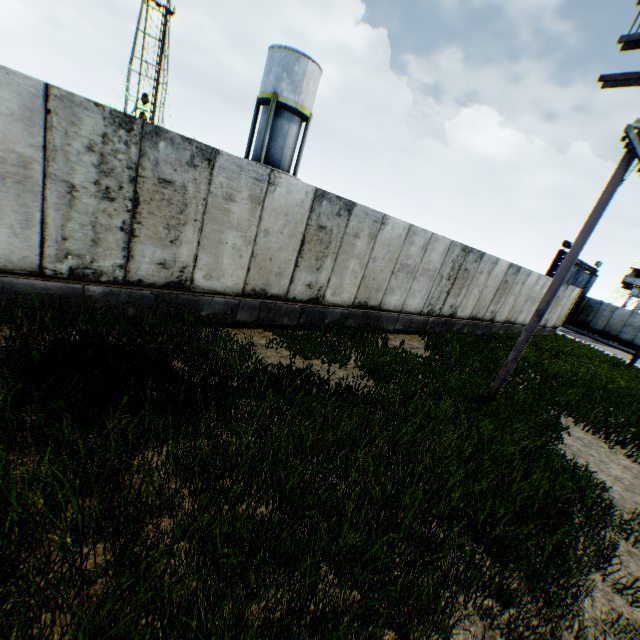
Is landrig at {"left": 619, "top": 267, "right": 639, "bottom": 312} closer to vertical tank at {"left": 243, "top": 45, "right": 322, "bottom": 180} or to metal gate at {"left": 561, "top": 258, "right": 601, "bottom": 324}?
metal gate at {"left": 561, "top": 258, "right": 601, "bottom": 324}

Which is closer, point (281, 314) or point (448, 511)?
point (448, 511)

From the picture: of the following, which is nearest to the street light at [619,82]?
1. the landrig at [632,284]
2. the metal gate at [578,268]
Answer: the metal gate at [578,268]

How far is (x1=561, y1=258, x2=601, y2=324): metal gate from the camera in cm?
2864

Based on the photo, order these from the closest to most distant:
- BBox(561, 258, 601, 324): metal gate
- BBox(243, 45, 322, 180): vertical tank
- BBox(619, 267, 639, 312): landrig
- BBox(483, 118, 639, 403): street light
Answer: BBox(483, 118, 639, 403): street light, BBox(243, 45, 322, 180): vertical tank, BBox(561, 258, 601, 324): metal gate, BBox(619, 267, 639, 312): landrig

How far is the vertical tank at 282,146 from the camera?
22.2 meters

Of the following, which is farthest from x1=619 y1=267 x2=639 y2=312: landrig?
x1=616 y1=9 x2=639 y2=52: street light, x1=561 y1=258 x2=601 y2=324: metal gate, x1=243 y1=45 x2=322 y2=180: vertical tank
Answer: x1=616 y1=9 x2=639 y2=52: street light

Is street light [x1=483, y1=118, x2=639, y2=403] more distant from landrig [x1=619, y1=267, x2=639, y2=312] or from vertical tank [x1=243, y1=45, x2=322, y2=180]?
landrig [x1=619, y1=267, x2=639, y2=312]
